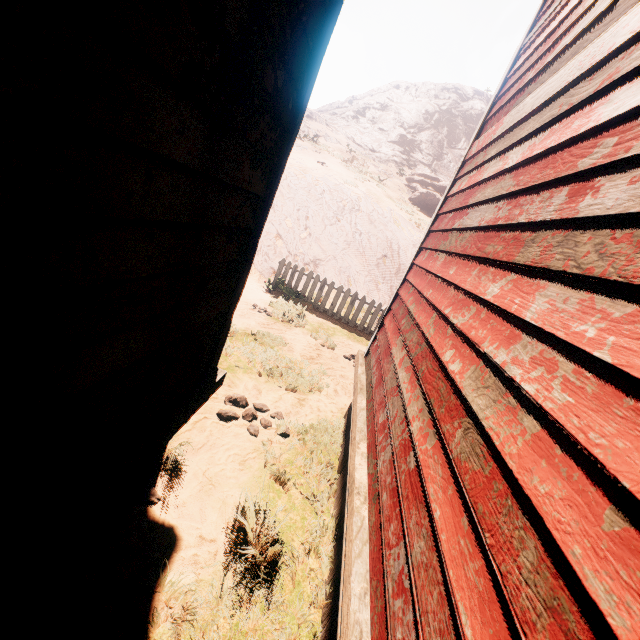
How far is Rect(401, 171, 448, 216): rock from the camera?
20.75m

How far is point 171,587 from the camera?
2.1 meters

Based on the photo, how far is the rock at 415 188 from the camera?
20.8 meters

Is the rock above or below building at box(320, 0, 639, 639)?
above

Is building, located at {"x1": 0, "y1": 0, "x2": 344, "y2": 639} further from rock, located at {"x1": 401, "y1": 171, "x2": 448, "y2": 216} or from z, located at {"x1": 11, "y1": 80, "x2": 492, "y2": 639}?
rock, located at {"x1": 401, "y1": 171, "x2": 448, "y2": 216}

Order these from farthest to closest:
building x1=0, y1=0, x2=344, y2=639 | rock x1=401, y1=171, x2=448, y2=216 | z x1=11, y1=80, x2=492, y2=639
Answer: rock x1=401, y1=171, x2=448, y2=216, z x1=11, y1=80, x2=492, y2=639, building x1=0, y1=0, x2=344, y2=639

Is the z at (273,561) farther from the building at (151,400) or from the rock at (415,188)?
the rock at (415,188)
